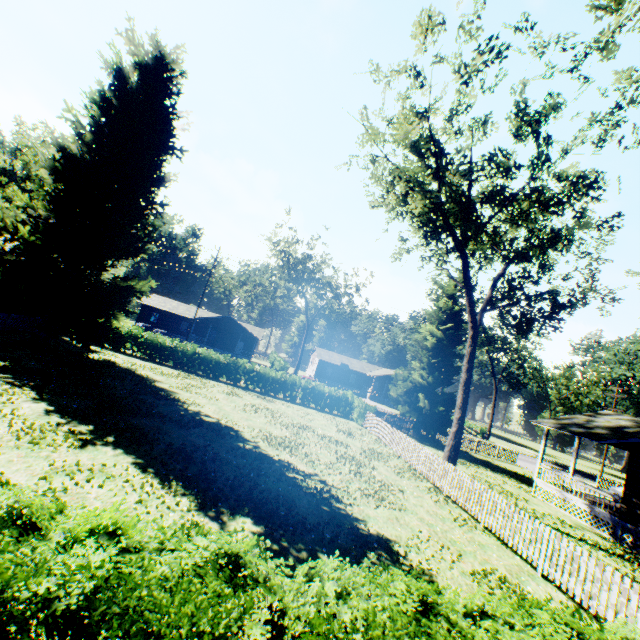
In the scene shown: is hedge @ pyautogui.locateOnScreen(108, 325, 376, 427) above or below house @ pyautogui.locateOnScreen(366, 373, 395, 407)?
below

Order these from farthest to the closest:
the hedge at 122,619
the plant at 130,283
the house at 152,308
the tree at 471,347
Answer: the house at 152,308
the plant at 130,283
the tree at 471,347
the hedge at 122,619

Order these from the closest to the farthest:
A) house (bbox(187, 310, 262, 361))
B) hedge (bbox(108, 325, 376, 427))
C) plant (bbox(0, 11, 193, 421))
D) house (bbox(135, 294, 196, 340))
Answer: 1. plant (bbox(0, 11, 193, 421))
2. hedge (bbox(108, 325, 376, 427))
3. house (bbox(187, 310, 262, 361))
4. house (bbox(135, 294, 196, 340))

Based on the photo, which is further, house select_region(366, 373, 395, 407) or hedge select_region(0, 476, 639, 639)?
house select_region(366, 373, 395, 407)

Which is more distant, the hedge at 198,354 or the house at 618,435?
the hedge at 198,354

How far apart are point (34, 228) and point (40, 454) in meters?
15.1

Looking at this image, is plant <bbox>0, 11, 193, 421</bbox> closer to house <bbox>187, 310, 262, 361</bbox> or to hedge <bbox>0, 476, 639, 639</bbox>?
hedge <bbox>0, 476, 639, 639</bbox>

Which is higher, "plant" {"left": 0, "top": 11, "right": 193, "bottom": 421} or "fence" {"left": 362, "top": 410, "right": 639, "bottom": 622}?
"plant" {"left": 0, "top": 11, "right": 193, "bottom": 421}
